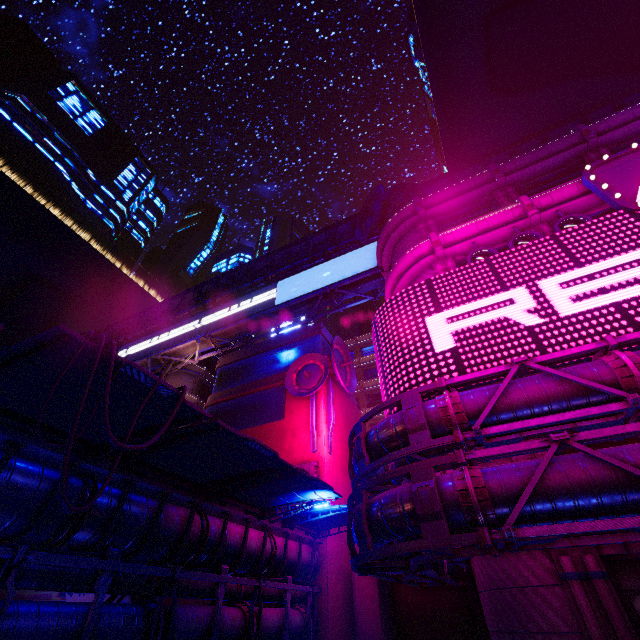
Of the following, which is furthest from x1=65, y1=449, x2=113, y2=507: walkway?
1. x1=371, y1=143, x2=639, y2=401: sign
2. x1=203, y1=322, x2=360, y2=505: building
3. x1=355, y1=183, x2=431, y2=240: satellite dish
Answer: x1=371, y1=143, x2=639, y2=401: sign

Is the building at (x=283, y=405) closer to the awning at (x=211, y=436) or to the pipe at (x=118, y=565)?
the pipe at (x=118, y=565)

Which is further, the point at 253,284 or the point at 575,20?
the point at 253,284

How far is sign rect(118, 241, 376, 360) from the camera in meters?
32.6

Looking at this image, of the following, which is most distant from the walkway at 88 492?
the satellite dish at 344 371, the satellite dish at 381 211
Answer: the satellite dish at 344 371

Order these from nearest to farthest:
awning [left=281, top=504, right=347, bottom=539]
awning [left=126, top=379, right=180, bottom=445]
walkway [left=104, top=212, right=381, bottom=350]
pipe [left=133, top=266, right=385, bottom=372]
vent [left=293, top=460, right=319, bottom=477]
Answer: awning [left=126, top=379, right=180, bottom=445] < awning [left=281, top=504, right=347, bottom=539] < vent [left=293, top=460, right=319, bottom=477] < pipe [left=133, top=266, right=385, bottom=372] < walkway [left=104, top=212, right=381, bottom=350]

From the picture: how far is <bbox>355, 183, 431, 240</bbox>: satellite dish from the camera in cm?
2519

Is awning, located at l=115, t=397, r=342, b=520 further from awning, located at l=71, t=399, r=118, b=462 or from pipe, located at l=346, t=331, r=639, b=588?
pipe, located at l=346, t=331, r=639, b=588
